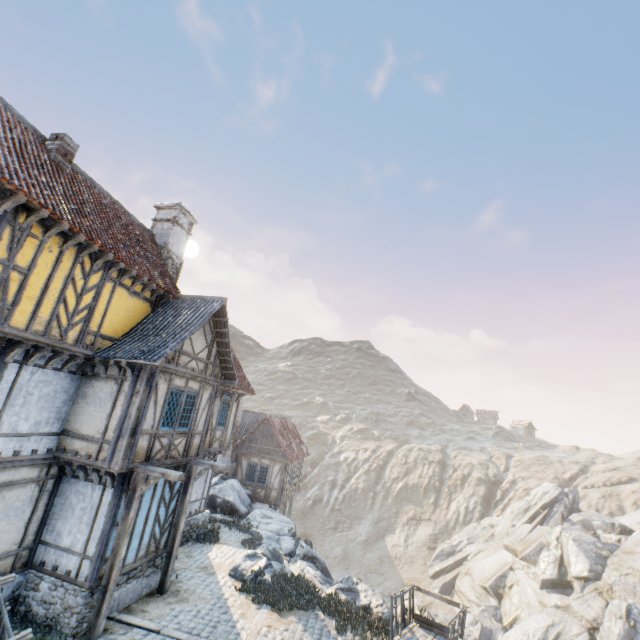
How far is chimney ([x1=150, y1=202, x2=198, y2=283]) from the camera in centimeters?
1456cm

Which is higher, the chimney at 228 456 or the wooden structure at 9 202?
the wooden structure at 9 202

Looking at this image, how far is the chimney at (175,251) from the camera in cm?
1456

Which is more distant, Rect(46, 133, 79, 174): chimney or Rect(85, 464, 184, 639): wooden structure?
Rect(46, 133, 79, 174): chimney

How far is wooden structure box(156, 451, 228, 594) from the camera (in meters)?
10.64

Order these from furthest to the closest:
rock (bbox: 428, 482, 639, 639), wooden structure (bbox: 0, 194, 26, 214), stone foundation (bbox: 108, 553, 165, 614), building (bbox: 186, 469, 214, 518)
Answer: rock (bbox: 428, 482, 639, 639)
building (bbox: 186, 469, 214, 518)
stone foundation (bbox: 108, 553, 165, 614)
wooden structure (bbox: 0, 194, 26, 214)

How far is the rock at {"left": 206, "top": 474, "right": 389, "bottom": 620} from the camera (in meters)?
11.87

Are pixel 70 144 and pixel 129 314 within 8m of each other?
yes
